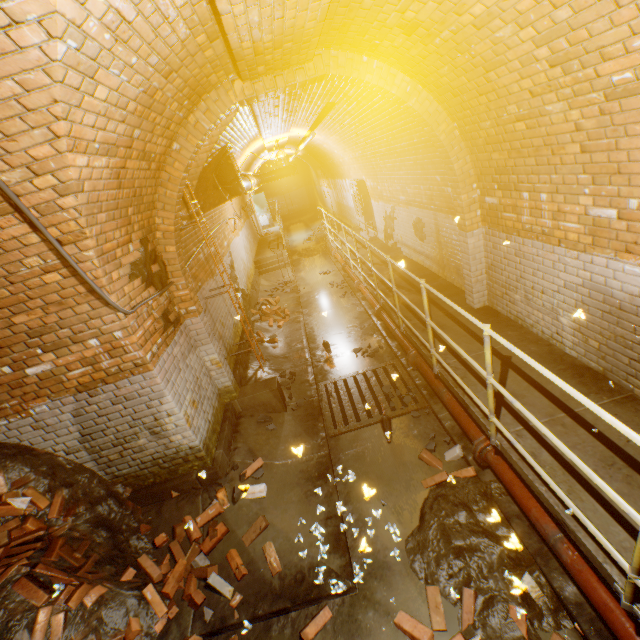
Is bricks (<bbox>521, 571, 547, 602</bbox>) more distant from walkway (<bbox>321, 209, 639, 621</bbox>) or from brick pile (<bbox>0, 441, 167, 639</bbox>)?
brick pile (<bbox>0, 441, 167, 639</bbox>)

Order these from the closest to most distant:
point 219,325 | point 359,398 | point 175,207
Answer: point 175,207
point 359,398
point 219,325

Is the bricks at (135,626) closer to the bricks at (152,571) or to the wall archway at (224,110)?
the bricks at (152,571)

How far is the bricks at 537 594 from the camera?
2.7m

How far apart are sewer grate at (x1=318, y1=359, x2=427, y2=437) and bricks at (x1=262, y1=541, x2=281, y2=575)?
1.5m

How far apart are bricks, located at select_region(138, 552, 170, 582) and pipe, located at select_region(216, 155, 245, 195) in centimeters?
607cm

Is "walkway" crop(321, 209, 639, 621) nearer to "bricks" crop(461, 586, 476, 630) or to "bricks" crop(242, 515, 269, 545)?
"bricks" crop(461, 586, 476, 630)

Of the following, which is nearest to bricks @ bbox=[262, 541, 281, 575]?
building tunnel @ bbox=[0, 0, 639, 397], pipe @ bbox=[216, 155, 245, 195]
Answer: building tunnel @ bbox=[0, 0, 639, 397]
